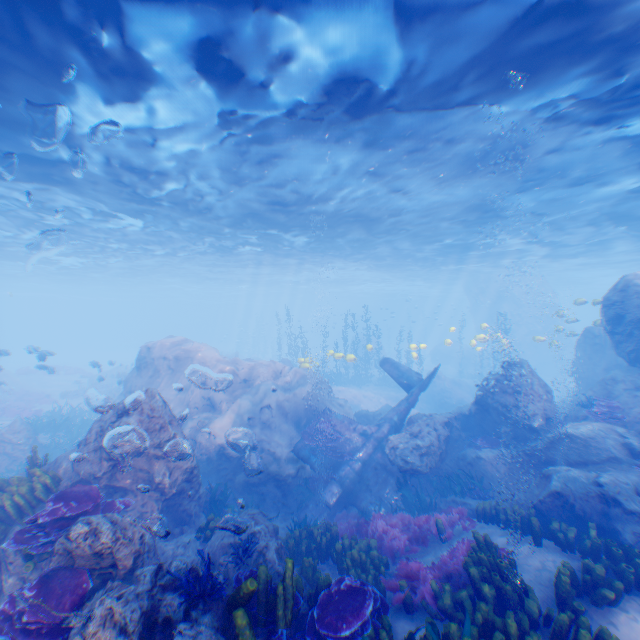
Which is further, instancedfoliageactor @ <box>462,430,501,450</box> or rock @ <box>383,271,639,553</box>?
instancedfoliageactor @ <box>462,430,501,450</box>

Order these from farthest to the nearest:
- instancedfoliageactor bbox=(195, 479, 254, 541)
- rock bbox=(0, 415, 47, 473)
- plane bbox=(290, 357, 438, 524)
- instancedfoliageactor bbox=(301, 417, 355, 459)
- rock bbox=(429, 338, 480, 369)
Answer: rock bbox=(429, 338, 480, 369) < rock bbox=(0, 415, 47, 473) < instancedfoliageactor bbox=(301, 417, 355, 459) < plane bbox=(290, 357, 438, 524) < instancedfoliageactor bbox=(195, 479, 254, 541)

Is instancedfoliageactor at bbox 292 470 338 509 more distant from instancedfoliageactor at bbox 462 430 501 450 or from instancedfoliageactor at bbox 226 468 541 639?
instancedfoliageactor at bbox 462 430 501 450

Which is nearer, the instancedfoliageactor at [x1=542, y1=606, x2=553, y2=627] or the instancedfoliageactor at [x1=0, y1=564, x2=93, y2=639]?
the instancedfoliageactor at [x1=0, y1=564, x2=93, y2=639]

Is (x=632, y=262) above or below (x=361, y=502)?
above

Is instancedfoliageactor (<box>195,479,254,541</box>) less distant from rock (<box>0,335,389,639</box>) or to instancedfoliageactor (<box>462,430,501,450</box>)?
rock (<box>0,335,389,639</box>)

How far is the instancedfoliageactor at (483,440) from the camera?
12.1m

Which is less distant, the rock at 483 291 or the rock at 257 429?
the rock at 257 429
